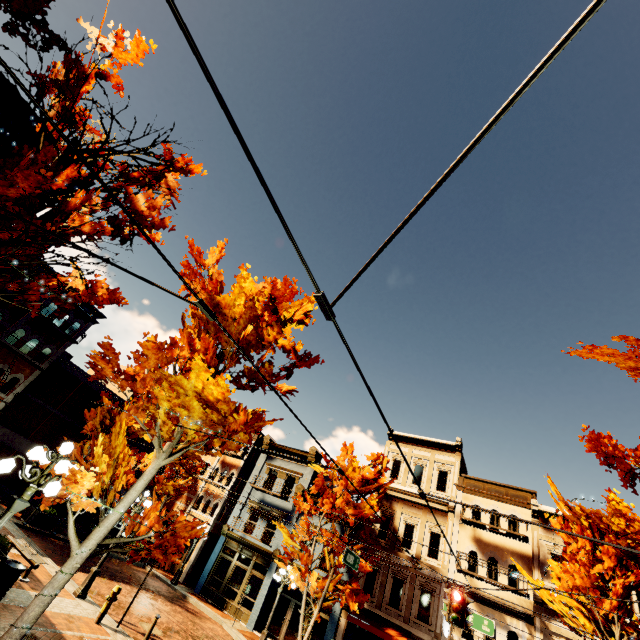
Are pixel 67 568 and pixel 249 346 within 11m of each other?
yes

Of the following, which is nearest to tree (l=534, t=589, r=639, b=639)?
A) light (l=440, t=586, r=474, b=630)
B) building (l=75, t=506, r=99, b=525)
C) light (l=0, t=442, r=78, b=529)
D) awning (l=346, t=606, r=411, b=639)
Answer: light (l=0, t=442, r=78, b=529)

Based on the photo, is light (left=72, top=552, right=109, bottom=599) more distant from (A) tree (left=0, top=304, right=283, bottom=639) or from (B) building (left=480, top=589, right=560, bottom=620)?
(B) building (left=480, top=589, right=560, bottom=620)

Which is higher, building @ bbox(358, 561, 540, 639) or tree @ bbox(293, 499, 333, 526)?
tree @ bbox(293, 499, 333, 526)

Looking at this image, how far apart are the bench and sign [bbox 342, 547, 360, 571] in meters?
10.3

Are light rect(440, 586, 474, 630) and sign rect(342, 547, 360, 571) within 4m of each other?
yes

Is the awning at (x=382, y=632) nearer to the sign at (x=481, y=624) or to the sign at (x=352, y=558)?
the sign at (x=481, y=624)

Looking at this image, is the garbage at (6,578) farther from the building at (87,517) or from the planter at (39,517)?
the building at (87,517)
